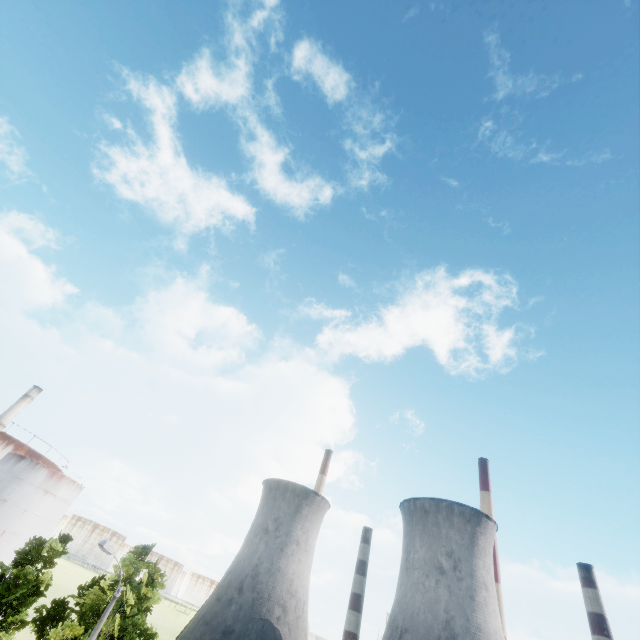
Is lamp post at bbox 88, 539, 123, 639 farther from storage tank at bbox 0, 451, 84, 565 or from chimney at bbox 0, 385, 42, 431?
storage tank at bbox 0, 451, 84, 565

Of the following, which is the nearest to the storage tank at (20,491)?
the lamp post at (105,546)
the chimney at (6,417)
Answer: the chimney at (6,417)

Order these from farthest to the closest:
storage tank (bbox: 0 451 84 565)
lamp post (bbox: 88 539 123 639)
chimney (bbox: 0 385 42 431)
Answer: chimney (bbox: 0 385 42 431), storage tank (bbox: 0 451 84 565), lamp post (bbox: 88 539 123 639)

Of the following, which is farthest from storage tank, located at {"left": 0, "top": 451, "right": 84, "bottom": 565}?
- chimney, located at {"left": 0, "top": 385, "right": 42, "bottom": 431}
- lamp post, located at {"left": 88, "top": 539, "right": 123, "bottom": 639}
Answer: lamp post, located at {"left": 88, "top": 539, "right": 123, "bottom": 639}

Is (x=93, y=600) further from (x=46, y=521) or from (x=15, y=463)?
(x=15, y=463)

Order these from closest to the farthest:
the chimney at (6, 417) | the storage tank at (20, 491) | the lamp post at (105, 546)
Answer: the lamp post at (105, 546)
the storage tank at (20, 491)
the chimney at (6, 417)

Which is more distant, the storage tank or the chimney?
the chimney
